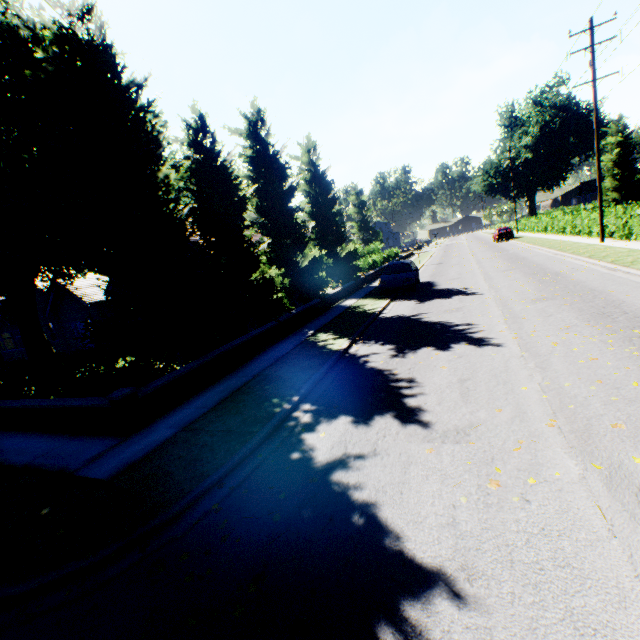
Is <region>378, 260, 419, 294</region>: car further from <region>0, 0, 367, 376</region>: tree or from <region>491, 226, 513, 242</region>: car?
<region>491, 226, 513, 242</region>: car

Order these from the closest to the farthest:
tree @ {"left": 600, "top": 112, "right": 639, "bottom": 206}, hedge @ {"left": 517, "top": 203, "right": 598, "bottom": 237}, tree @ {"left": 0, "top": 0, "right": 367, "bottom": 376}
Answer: tree @ {"left": 0, "top": 0, "right": 367, "bottom": 376} < hedge @ {"left": 517, "top": 203, "right": 598, "bottom": 237} < tree @ {"left": 600, "top": 112, "right": 639, "bottom": 206}

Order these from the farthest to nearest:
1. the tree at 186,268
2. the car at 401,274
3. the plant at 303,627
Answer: the car at 401,274, the tree at 186,268, the plant at 303,627

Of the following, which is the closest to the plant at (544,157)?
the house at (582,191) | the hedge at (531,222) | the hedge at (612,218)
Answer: the hedge at (531,222)

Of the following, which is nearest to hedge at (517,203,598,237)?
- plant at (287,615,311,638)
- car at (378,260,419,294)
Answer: car at (378,260,419,294)

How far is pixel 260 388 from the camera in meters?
7.9 m

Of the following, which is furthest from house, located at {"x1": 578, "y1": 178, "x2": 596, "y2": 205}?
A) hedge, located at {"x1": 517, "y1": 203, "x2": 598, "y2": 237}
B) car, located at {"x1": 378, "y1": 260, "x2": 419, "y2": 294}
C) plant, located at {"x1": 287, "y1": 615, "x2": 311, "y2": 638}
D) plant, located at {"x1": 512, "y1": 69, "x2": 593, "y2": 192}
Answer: plant, located at {"x1": 287, "y1": 615, "x2": 311, "y2": 638}

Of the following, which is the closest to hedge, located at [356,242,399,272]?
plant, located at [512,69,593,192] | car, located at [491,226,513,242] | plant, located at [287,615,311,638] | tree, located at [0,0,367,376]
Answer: tree, located at [0,0,367,376]
